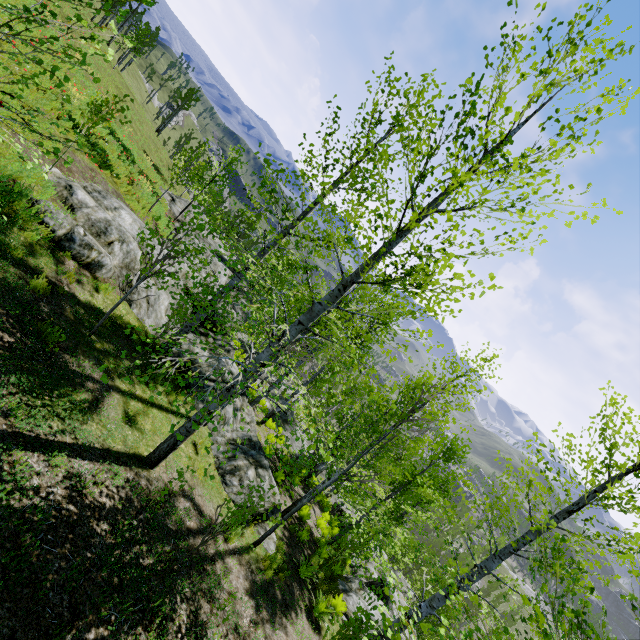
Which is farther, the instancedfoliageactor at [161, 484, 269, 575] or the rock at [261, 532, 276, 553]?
the rock at [261, 532, 276, 553]

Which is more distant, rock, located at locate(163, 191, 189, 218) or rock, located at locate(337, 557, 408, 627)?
rock, located at locate(163, 191, 189, 218)

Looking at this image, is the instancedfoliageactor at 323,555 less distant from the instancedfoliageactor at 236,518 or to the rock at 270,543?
the rock at 270,543

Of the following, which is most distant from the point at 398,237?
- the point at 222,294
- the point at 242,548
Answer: the point at 242,548

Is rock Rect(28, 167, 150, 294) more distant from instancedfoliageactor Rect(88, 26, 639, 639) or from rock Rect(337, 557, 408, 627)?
instancedfoliageactor Rect(88, 26, 639, 639)

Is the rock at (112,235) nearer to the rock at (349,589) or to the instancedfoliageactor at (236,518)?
the instancedfoliageactor at (236,518)
